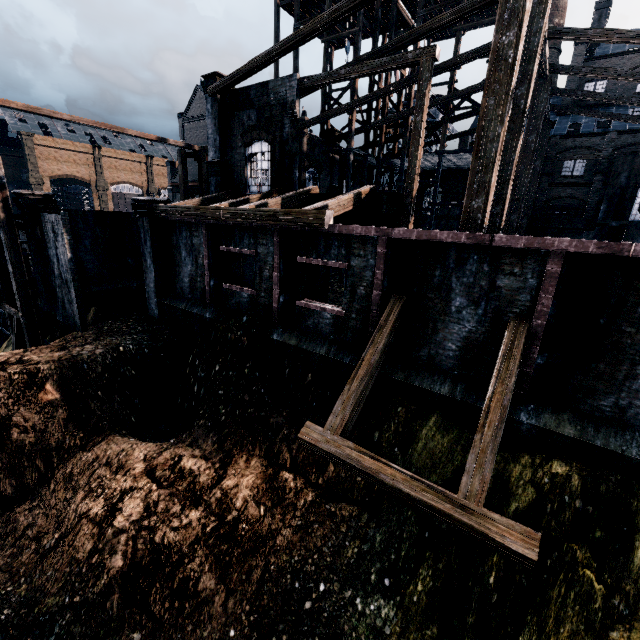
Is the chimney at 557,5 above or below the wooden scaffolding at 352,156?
above

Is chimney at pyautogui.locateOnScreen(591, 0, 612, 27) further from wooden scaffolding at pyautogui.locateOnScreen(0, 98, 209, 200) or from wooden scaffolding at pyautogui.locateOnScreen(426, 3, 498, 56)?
wooden scaffolding at pyautogui.locateOnScreen(0, 98, 209, 200)

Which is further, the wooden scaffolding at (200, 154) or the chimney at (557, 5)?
the chimney at (557, 5)

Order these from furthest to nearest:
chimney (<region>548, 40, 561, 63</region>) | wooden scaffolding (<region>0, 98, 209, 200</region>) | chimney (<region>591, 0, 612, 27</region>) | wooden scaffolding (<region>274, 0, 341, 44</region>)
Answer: chimney (<region>548, 40, 561, 63</region>) → chimney (<region>591, 0, 612, 27</region>) → wooden scaffolding (<region>274, 0, 341, 44</region>) → wooden scaffolding (<region>0, 98, 209, 200</region>)

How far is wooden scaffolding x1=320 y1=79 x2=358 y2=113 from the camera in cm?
2473

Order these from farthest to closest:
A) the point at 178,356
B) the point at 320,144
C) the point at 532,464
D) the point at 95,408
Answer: the point at 320,144
the point at 178,356
the point at 95,408
the point at 532,464

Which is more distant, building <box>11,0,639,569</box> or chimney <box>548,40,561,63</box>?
chimney <box>548,40,561,63</box>

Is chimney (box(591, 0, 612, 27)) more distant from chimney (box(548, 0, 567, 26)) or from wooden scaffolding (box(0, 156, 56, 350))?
wooden scaffolding (box(0, 156, 56, 350))
